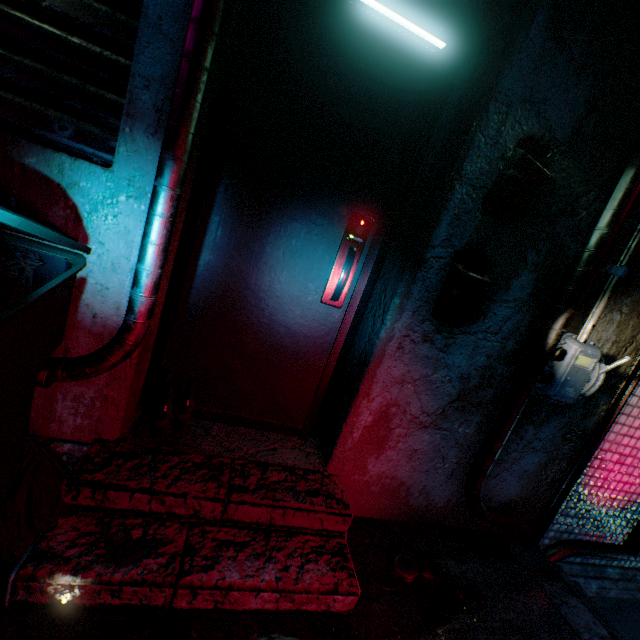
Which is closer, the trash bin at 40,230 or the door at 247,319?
the trash bin at 40,230

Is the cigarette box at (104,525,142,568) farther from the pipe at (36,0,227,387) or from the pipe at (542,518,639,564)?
the pipe at (542,518,639,564)

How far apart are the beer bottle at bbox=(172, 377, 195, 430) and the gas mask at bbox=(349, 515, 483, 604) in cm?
96

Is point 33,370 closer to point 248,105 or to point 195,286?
point 195,286

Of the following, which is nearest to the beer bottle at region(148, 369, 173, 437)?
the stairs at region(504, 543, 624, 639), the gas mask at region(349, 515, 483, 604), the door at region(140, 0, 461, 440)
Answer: the door at region(140, 0, 461, 440)

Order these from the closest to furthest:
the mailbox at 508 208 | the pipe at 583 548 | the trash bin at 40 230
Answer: the trash bin at 40 230 < the mailbox at 508 208 < the pipe at 583 548

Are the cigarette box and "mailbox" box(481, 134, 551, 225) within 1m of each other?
no

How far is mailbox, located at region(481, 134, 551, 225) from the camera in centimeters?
134cm
